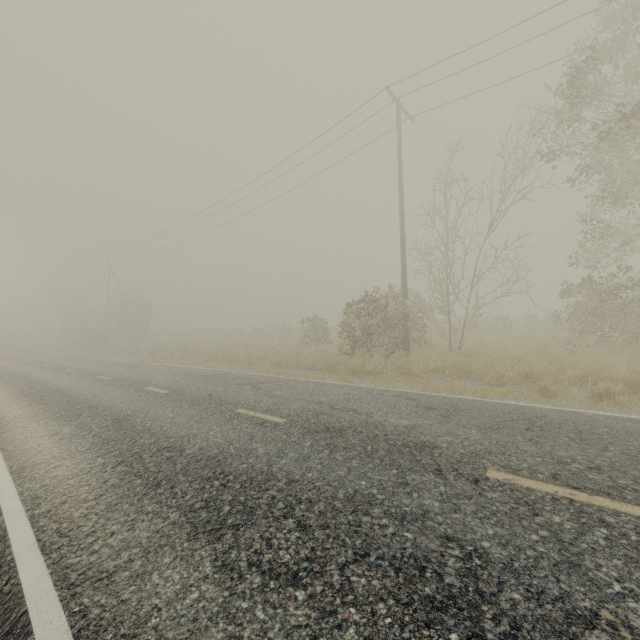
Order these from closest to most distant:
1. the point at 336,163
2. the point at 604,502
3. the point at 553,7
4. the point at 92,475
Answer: → the point at 604,502 → the point at 92,475 → the point at 553,7 → the point at 336,163
